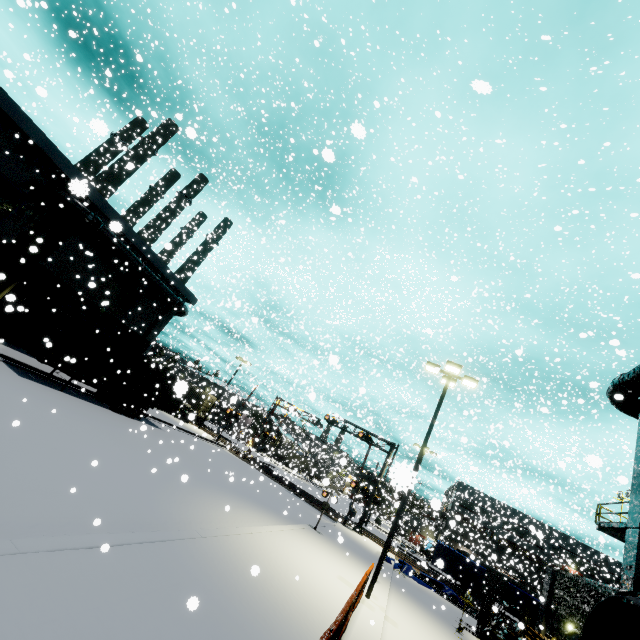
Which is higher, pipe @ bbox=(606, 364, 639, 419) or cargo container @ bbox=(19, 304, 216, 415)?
pipe @ bbox=(606, 364, 639, 419)

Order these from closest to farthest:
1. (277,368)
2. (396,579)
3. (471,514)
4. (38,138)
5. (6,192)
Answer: (38,138)
(6,192)
(396,579)
(277,368)
(471,514)

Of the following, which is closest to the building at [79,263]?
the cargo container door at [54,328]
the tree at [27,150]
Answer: the tree at [27,150]

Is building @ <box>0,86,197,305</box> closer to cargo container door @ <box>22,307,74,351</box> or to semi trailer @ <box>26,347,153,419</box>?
semi trailer @ <box>26,347,153,419</box>

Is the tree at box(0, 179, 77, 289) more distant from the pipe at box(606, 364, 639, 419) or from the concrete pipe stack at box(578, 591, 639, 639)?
the pipe at box(606, 364, 639, 419)

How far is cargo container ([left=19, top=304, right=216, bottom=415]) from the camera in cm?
1648

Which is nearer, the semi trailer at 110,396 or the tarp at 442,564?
the semi trailer at 110,396

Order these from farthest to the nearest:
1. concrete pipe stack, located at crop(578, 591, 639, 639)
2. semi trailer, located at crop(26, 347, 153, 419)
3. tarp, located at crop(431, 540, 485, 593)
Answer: tarp, located at crop(431, 540, 485, 593) → semi trailer, located at crop(26, 347, 153, 419) → concrete pipe stack, located at crop(578, 591, 639, 639)
